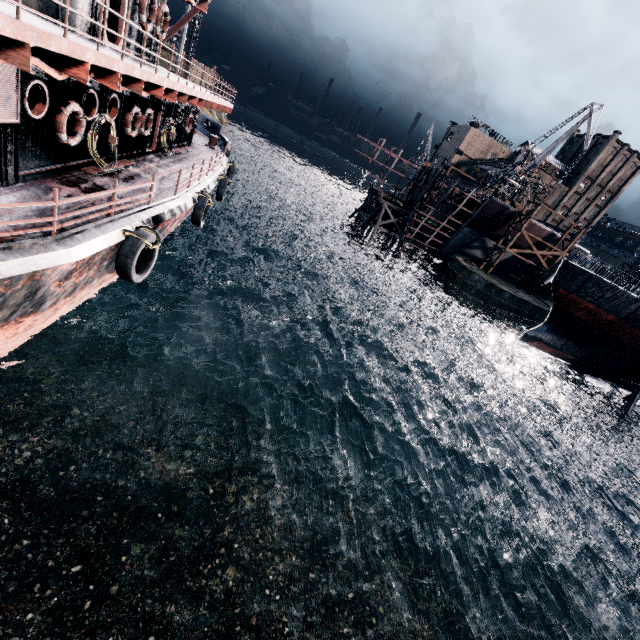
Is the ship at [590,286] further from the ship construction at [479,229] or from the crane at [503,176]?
the crane at [503,176]

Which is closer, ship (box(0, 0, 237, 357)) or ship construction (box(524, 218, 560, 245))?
ship (box(0, 0, 237, 357))

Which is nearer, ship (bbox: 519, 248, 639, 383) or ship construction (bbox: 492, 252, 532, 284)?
ship (bbox: 519, 248, 639, 383)

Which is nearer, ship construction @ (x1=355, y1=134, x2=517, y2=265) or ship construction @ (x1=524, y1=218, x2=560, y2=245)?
ship construction @ (x1=355, y1=134, x2=517, y2=265)

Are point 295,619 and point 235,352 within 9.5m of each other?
no

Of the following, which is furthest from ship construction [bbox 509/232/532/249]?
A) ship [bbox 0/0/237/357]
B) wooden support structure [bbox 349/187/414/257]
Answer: ship [bbox 0/0/237/357]

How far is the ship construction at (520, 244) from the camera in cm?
4826

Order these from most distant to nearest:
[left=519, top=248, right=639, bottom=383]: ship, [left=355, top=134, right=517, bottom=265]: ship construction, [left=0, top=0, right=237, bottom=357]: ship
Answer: [left=355, top=134, right=517, bottom=265]: ship construction, [left=519, top=248, right=639, bottom=383]: ship, [left=0, top=0, right=237, bottom=357]: ship
